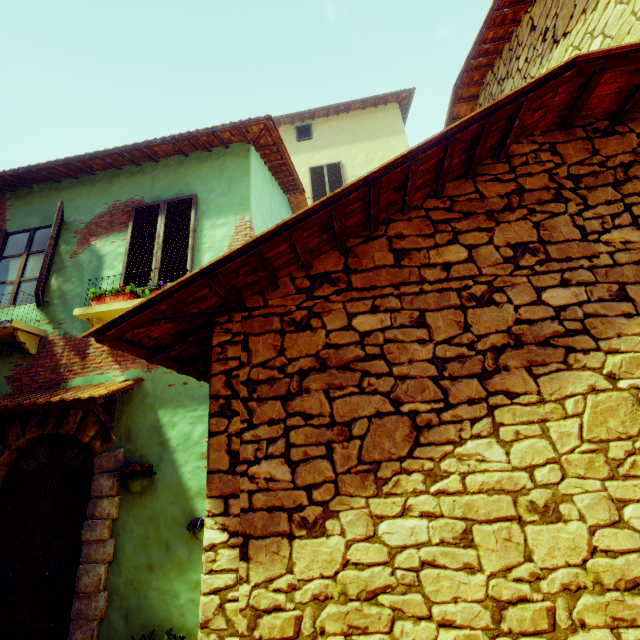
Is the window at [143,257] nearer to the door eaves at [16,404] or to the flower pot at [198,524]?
the door eaves at [16,404]

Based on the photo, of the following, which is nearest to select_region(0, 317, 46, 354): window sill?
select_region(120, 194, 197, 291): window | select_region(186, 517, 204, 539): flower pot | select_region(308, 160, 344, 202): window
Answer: select_region(120, 194, 197, 291): window

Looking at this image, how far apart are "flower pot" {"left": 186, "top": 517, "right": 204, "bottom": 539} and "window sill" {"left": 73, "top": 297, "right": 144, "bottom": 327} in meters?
2.3

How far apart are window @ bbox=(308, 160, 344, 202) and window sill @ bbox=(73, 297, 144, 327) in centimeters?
629cm

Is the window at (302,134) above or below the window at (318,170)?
above

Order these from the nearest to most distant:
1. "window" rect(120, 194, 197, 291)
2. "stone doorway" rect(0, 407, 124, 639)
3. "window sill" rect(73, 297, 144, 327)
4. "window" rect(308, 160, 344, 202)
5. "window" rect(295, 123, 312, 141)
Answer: "stone doorway" rect(0, 407, 124, 639) < "window sill" rect(73, 297, 144, 327) < "window" rect(120, 194, 197, 291) < "window" rect(308, 160, 344, 202) < "window" rect(295, 123, 312, 141)

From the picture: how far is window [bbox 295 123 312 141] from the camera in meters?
11.1 m

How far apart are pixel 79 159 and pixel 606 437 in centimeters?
749cm
